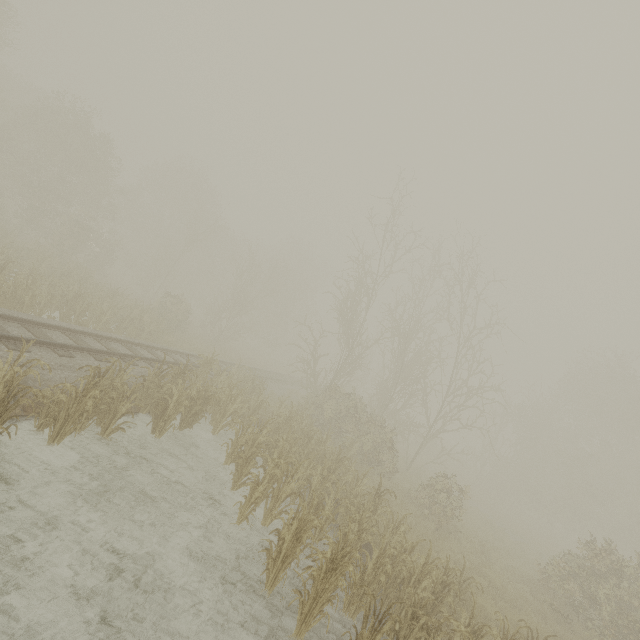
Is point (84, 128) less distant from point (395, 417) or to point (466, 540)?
point (395, 417)
